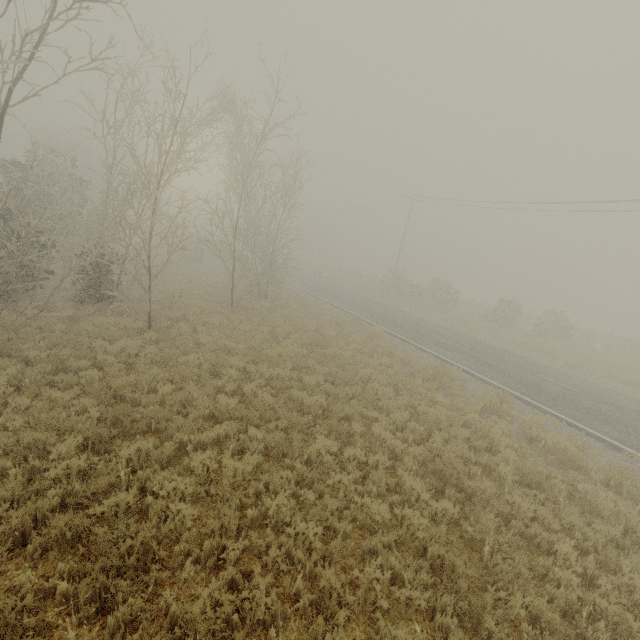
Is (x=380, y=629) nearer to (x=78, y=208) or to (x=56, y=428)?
(x=56, y=428)
